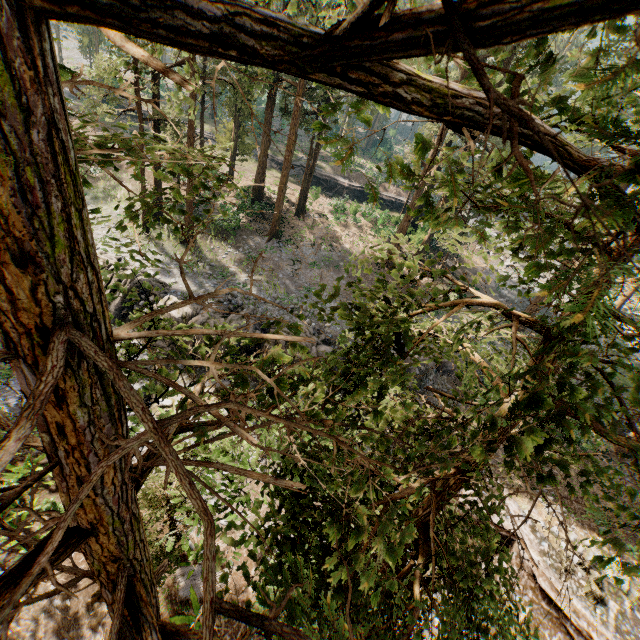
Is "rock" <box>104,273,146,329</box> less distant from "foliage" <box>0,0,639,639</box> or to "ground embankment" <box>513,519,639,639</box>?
"ground embankment" <box>513,519,639,639</box>

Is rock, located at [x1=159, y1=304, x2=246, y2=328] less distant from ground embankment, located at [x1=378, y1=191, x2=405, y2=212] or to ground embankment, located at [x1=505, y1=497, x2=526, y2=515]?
ground embankment, located at [x1=505, y1=497, x2=526, y2=515]

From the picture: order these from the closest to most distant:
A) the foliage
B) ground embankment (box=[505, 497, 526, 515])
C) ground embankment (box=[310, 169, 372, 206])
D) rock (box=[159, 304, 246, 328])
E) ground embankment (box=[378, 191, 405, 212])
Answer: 1. the foliage
2. ground embankment (box=[505, 497, 526, 515])
3. rock (box=[159, 304, 246, 328])
4. ground embankment (box=[310, 169, 372, 206])
5. ground embankment (box=[378, 191, 405, 212])

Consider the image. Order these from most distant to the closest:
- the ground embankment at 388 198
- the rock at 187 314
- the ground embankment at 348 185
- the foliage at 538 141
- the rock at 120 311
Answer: the ground embankment at 388 198 → the ground embankment at 348 185 → the rock at 120 311 → the rock at 187 314 → the foliage at 538 141

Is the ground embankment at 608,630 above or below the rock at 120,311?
below

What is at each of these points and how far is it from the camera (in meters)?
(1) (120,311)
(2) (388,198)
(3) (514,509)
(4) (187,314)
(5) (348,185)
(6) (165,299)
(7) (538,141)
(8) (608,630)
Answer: (1) rock, 18.72
(2) ground embankment, 41.72
(3) ground embankment, 16.70
(4) rock, 18.14
(5) ground embankment, 40.66
(6) rock, 18.45
(7) foliage, 1.42
(8) ground embankment, 13.24

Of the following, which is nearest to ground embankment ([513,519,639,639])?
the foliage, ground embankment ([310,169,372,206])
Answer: the foliage

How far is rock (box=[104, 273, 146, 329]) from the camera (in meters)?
18.48
